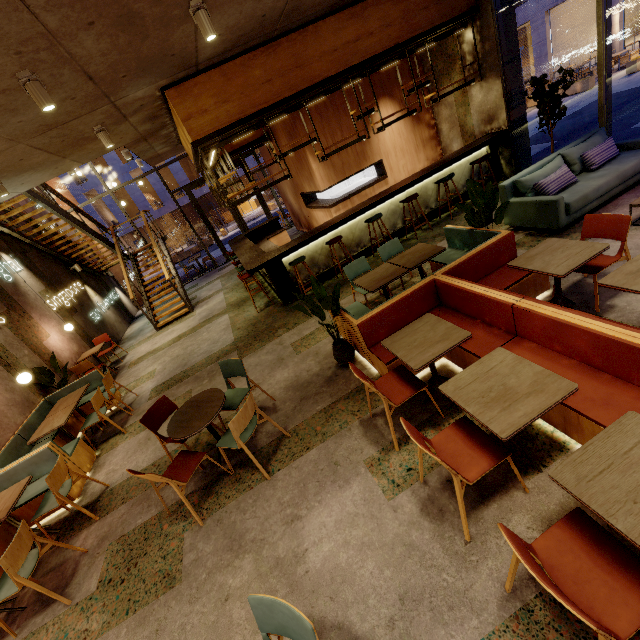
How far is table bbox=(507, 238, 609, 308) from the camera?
3.1m

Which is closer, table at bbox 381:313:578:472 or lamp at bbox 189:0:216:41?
table at bbox 381:313:578:472

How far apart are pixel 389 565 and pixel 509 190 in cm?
589

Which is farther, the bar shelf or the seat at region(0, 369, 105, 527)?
the bar shelf

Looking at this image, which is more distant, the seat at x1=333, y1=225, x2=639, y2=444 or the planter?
the planter

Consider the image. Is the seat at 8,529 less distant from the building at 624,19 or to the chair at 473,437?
the chair at 473,437

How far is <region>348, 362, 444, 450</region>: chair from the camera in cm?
300

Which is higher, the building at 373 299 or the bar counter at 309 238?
the bar counter at 309 238
